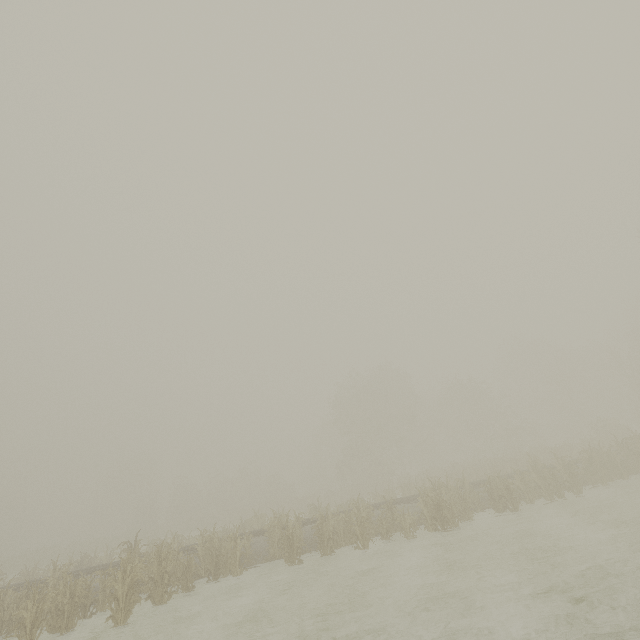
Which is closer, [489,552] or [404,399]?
[489,552]
